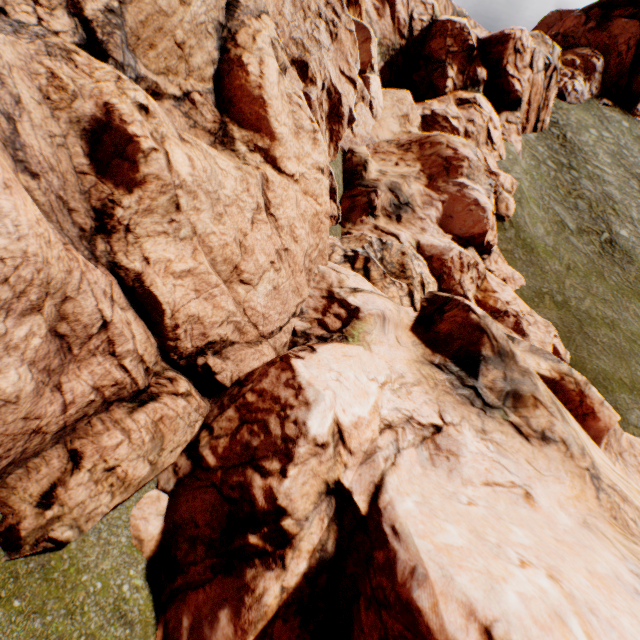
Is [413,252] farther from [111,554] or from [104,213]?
[111,554]
